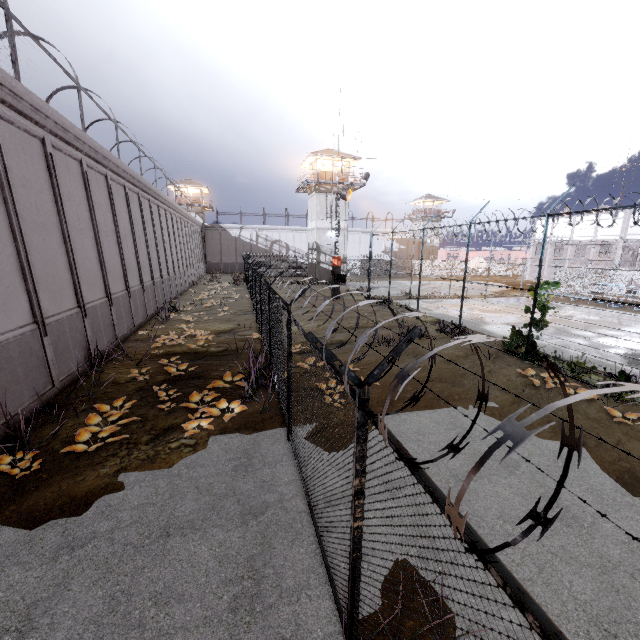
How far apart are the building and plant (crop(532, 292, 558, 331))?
28.5 meters

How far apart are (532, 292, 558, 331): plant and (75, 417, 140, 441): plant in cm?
1336

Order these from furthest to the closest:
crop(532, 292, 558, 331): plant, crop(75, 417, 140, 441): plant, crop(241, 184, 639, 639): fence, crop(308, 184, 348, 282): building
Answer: crop(308, 184, 348, 282): building, crop(532, 292, 558, 331): plant, crop(75, 417, 140, 441): plant, crop(241, 184, 639, 639): fence

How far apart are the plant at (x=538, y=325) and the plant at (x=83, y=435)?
13.4 meters

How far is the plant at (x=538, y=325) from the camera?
11.61m

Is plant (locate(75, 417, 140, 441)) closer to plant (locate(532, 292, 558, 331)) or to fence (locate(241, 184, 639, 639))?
fence (locate(241, 184, 639, 639))

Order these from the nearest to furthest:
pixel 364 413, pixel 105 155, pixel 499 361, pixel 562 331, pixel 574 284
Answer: pixel 364 413 < pixel 499 361 < pixel 105 155 < pixel 562 331 < pixel 574 284

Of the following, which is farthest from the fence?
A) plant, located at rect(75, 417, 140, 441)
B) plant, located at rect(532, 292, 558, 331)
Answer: plant, located at rect(75, 417, 140, 441)
